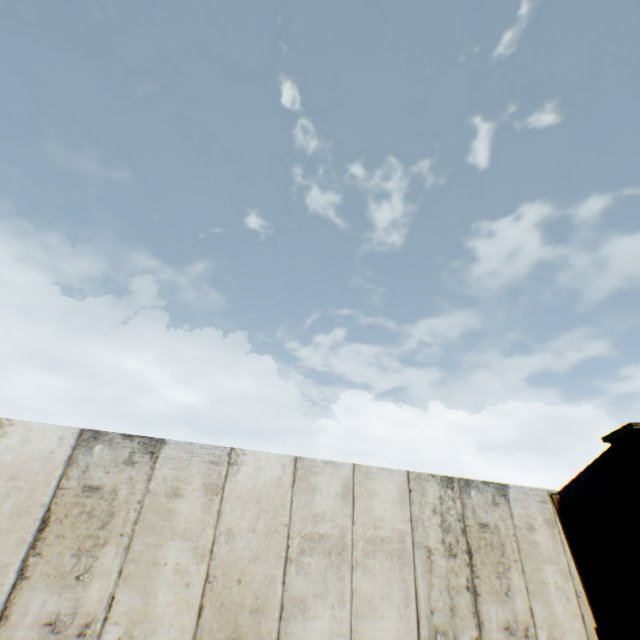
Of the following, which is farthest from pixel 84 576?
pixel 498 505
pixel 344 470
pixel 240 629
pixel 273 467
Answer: pixel 498 505
